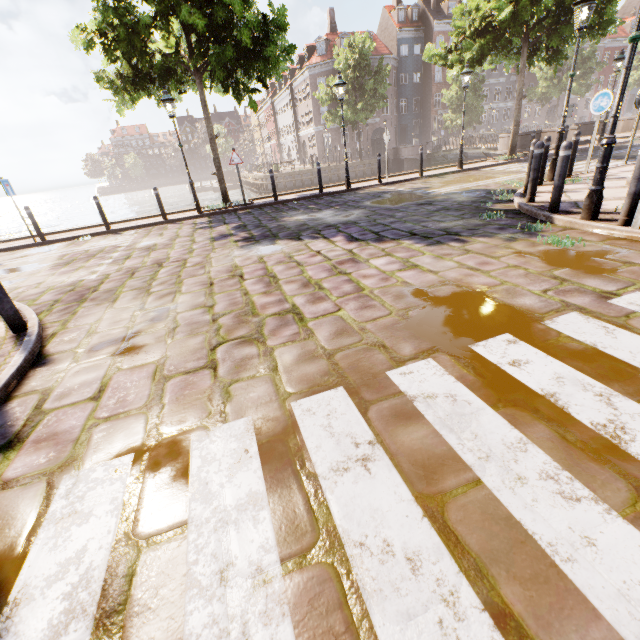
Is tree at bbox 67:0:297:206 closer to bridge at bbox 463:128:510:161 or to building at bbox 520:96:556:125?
bridge at bbox 463:128:510:161

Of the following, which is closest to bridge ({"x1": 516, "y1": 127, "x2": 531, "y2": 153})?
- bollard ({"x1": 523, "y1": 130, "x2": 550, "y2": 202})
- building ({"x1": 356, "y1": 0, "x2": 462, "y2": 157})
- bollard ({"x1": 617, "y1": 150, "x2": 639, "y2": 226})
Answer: building ({"x1": 356, "y1": 0, "x2": 462, "y2": 157})

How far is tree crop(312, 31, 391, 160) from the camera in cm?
2952

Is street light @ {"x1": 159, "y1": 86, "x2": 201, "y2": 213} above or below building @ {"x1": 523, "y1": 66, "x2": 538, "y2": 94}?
below

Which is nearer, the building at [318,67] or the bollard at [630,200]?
the bollard at [630,200]

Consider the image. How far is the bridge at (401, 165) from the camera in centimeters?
2820cm

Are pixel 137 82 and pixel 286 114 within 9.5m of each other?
no

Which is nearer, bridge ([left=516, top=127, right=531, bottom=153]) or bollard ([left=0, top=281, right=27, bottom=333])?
bollard ([left=0, top=281, right=27, bottom=333])
